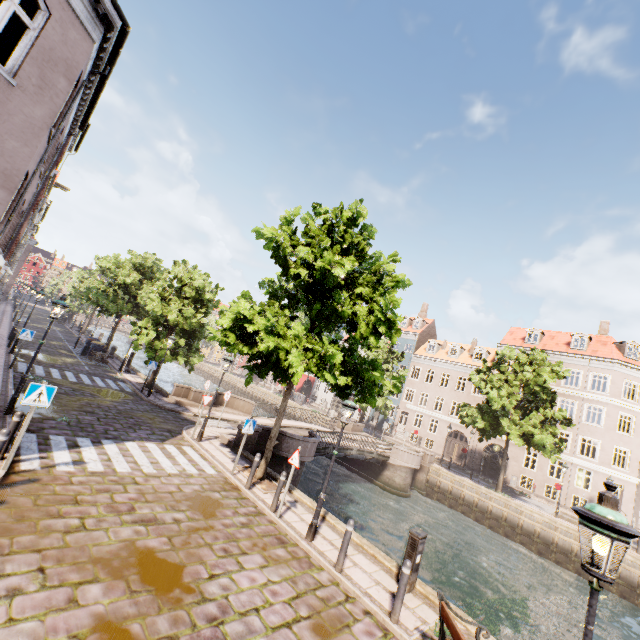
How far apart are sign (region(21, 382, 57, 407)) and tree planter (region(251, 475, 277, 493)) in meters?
6.2 m

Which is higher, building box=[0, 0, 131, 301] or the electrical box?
building box=[0, 0, 131, 301]

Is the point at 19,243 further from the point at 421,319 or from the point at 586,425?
the point at 586,425

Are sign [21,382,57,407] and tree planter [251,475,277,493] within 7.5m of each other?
yes

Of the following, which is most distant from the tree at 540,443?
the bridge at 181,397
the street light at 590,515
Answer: the street light at 590,515

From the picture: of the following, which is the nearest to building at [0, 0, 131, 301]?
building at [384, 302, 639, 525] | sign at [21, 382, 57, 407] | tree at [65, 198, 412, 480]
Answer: sign at [21, 382, 57, 407]

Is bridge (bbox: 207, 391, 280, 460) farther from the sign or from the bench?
the bench

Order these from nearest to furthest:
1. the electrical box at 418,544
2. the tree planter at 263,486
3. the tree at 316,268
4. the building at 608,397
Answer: the electrical box at 418,544, the tree at 316,268, the tree planter at 263,486, the building at 608,397
